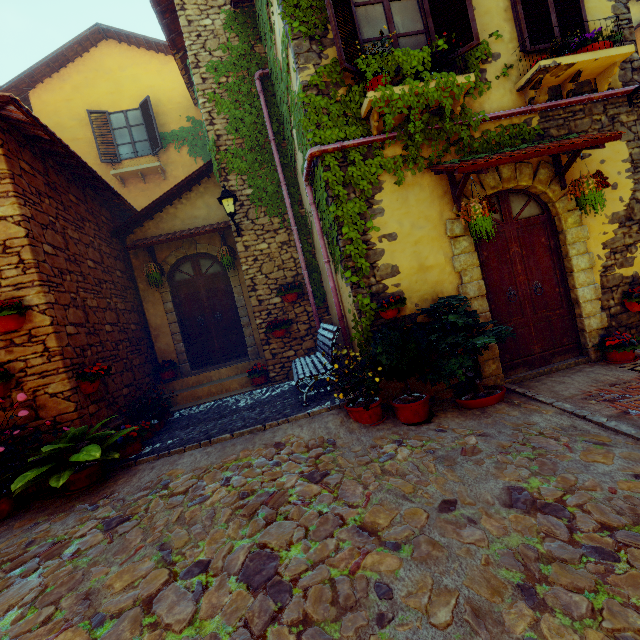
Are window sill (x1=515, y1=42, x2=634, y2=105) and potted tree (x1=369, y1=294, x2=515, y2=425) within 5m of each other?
yes

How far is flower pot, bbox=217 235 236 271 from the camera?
7.6 meters

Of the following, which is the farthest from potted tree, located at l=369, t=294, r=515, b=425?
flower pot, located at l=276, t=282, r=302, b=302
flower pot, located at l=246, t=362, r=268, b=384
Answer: flower pot, located at l=246, t=362, r=268, b=384

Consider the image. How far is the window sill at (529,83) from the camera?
4.49m

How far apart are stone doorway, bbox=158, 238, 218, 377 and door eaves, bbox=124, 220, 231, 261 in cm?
14

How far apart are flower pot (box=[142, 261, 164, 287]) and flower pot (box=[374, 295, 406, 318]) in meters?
5.4

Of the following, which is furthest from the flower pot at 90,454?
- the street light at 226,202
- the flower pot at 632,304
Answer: the flower pot at 632,304

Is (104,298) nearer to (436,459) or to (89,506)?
(89,506)
